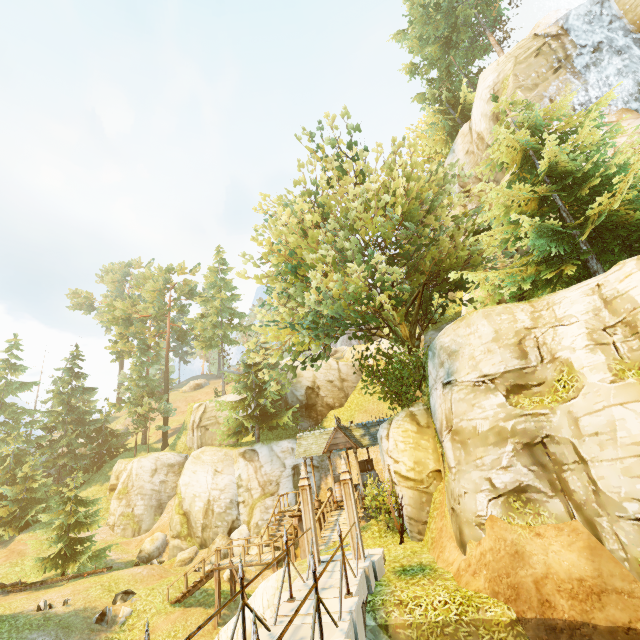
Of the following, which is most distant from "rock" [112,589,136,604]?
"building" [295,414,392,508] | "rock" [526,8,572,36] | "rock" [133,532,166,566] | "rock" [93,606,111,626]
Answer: "rock" [526,8,572,36]

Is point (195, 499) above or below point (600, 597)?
above

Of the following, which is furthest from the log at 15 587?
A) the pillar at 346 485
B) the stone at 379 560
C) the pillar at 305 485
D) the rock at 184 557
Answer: the pillar at 346 485

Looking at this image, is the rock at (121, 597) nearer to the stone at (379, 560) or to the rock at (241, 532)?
the rock at (241, 532)

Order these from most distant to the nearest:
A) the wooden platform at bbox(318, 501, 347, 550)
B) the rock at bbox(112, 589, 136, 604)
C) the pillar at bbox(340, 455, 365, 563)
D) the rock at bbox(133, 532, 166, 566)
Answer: the rock at bbox(133, 532, 166, 566) < the rock at bbox(112, 589, 136, 604) < the wooden platform at bbox(318, 501, 347, 550) < the pillar at bbox(340, 455, 365, 563)

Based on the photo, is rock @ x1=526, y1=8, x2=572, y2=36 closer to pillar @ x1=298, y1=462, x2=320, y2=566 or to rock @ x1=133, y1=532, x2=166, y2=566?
pillar @ x1=298, y1=462, x2=320, y2=566

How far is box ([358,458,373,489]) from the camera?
21.9 meters

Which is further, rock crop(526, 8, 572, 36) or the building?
rock crop(526, 8, 572, 36)
